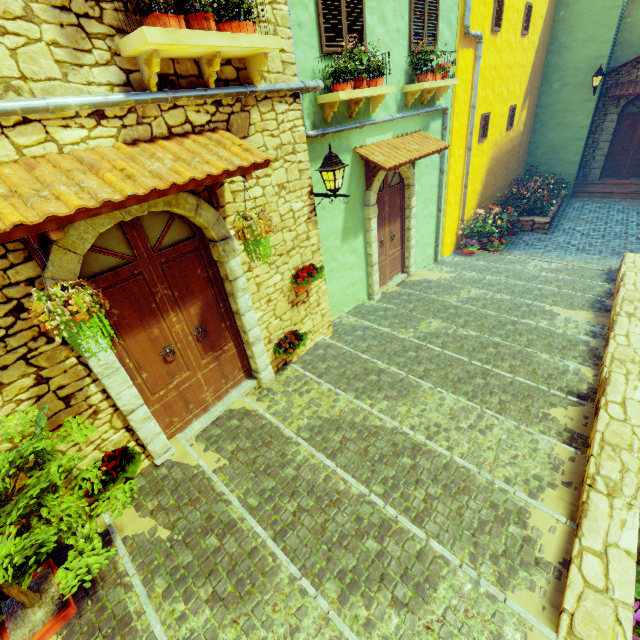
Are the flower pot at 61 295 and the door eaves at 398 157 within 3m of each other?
no

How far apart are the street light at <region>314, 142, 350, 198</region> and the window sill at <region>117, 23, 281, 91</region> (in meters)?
1.35

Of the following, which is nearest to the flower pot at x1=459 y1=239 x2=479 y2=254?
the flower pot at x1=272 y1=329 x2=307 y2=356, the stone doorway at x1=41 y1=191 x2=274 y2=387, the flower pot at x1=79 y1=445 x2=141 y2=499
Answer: the flower pot at x1=272 y1=329 x2=307 y2=356

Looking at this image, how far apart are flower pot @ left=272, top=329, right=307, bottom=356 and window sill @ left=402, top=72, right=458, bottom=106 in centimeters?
527cm

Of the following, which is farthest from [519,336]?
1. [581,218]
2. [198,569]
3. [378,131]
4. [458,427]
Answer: [581,218]

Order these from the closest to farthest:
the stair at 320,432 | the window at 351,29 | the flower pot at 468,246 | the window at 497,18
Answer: the stair at 320,432, the window at 351,29, the window at 497,18, the flower pot at 468,246

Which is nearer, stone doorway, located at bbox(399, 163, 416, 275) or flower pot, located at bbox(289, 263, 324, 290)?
flower pot, located at bbox(289, 263, 324, 290)

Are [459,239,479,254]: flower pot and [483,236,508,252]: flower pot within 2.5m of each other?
yes
